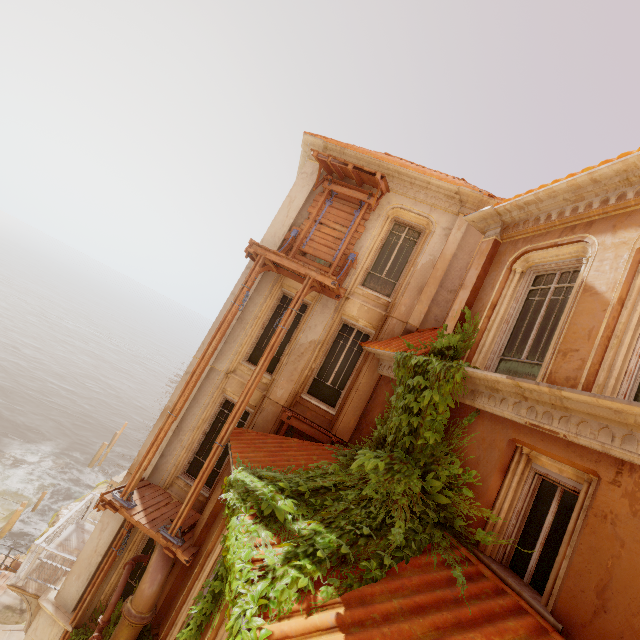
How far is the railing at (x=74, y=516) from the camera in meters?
9.1 m

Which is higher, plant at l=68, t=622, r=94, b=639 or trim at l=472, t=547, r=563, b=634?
trim at l=472, t=547, r=563, b=634

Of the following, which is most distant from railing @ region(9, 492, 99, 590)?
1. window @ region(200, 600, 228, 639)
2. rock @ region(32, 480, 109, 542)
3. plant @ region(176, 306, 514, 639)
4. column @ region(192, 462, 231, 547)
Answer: rock @ region(32, 480, 109, 542)

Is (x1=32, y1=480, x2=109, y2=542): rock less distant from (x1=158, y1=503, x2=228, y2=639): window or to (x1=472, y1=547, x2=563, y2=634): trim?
(x1=158, y1=503, x2=228, y2=639): window

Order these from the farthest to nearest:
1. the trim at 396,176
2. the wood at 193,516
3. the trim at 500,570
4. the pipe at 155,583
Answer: the trim at 396,176 → the wood at 193,516 → the pipe at 155,583 → the trim at 500,570

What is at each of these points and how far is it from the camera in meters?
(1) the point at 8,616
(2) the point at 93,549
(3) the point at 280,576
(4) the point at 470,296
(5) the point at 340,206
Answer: (1) building, 12.4
(2) column, 9.2
(3) plant, 3.9
(4) column, 7.2
(5) wood, 10.7

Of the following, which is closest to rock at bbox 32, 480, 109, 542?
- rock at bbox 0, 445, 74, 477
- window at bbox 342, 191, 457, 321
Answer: rock at bbox 0, 445, 74, 477

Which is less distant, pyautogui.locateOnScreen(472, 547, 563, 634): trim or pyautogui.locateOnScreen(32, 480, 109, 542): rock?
pyautogui.locateOnScreen(472, 547, 563, 634): trim
